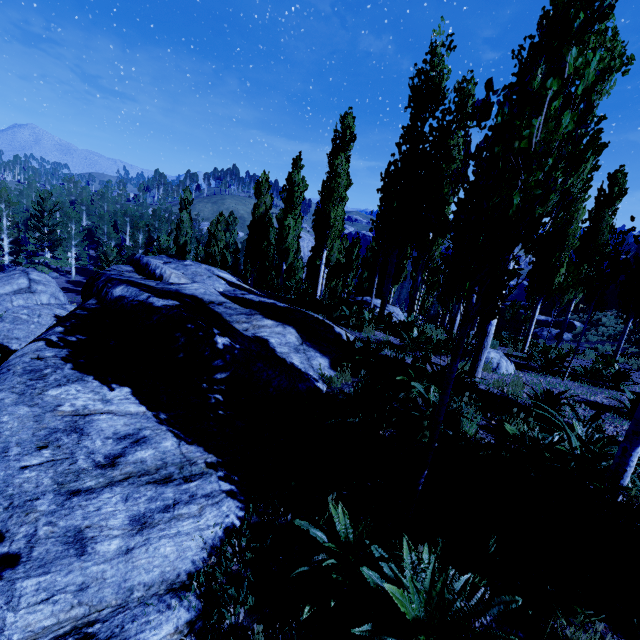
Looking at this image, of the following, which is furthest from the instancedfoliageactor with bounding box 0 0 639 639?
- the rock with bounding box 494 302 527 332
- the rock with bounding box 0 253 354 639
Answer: the rock with bounding box 494 302 527 332

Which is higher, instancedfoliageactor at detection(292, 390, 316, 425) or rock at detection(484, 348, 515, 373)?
rock at detection(484, 348, 515, 373)

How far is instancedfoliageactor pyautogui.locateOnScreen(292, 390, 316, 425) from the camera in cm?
477

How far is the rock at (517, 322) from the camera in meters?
30.7

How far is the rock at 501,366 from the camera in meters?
8.5 m

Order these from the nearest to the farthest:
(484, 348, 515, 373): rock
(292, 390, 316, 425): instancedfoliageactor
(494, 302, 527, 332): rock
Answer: (292, 390, 316, 425): instancedfoliageactor → (484, 348, 515, 373): rock → (494, 302, 527, 332): rock

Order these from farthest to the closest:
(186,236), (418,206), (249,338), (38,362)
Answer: (186,236), (418,206), (249,338), (38,362)

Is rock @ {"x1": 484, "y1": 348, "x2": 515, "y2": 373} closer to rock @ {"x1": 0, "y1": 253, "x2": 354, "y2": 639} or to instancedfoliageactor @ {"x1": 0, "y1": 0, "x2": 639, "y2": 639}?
instancedfoliageactor @ {"x1": 0, "y1": 0, "x2": 639, "y2": 639}
